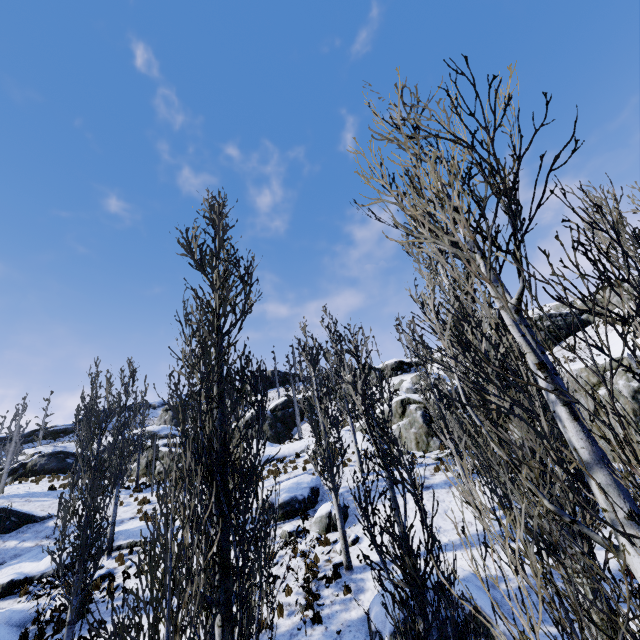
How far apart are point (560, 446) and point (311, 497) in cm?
1571

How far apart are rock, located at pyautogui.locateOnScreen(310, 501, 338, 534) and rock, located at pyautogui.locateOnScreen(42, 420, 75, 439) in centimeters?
6010cm

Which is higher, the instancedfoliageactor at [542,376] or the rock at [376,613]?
the instancedfoliageactor at [542,376]

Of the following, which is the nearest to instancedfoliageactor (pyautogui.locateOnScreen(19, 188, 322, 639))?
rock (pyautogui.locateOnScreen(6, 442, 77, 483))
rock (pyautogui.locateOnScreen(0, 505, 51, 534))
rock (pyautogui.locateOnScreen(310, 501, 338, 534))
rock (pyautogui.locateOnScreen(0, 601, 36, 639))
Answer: rock (pyautogui.locateOnScreen(0, 601, 36, 639))

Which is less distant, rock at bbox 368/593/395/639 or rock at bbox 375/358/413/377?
rock at bbox 368/593/395/639

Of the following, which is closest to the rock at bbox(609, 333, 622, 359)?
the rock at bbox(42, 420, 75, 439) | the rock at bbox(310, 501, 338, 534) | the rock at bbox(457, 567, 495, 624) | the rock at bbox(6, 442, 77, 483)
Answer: the rock at bbox(6, 442, 77, 483)

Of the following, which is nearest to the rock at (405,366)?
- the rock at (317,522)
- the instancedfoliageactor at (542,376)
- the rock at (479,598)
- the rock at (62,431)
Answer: the instancedfoliageactor at (542,376)

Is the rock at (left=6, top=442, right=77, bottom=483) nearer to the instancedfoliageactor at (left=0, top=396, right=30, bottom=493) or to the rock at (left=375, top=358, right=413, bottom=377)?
the instancedfoliageactor at (left=0, top=396, right=30, bottom=493)
